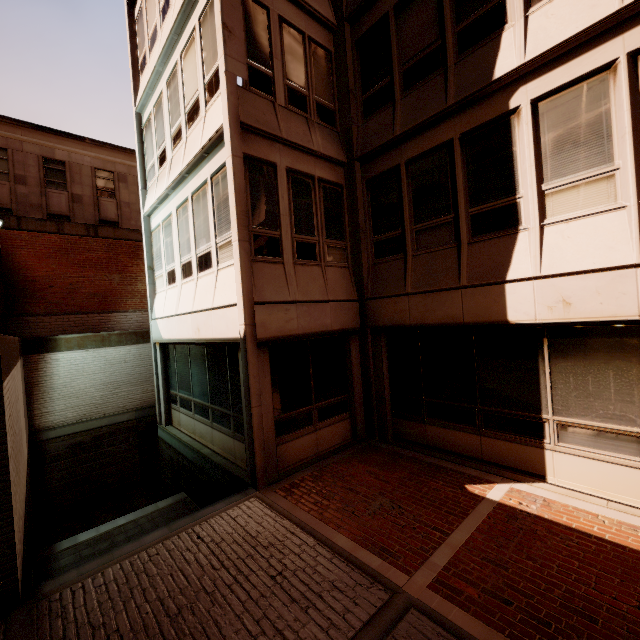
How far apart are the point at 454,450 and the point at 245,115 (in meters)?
8.67
